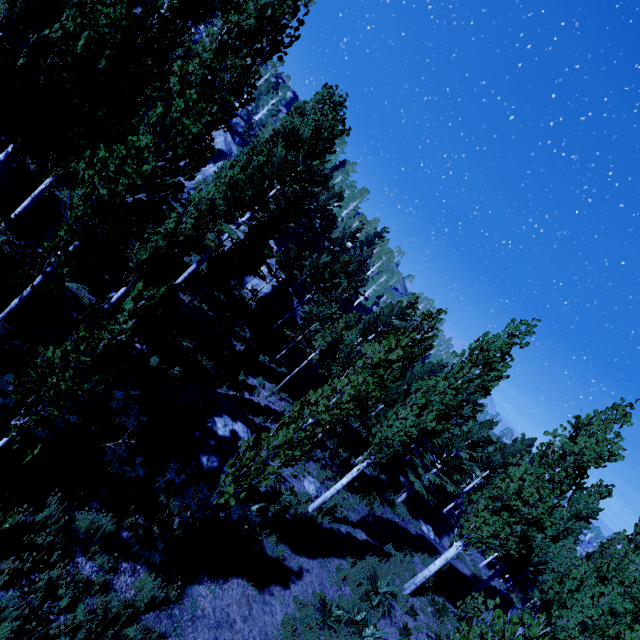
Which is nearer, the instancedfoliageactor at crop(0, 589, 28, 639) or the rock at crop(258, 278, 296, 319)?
the instancedfoliageactor at crop(0, 589, 28, 639)

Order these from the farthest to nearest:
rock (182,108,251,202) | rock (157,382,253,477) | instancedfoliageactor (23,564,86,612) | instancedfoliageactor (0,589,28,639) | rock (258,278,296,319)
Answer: rock (182,108,251,202), rock (258,278,296,319), rock (157,382,253,477), instancedfoliageactor (23,564,86,612), instancedfoliageactor (0,589,28,639)

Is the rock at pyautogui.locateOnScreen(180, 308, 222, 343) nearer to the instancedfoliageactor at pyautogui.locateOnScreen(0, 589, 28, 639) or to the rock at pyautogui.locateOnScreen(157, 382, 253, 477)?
the instancedfoliageactor at pyautogui.locateOnScreen(0, 589, 28, 639)

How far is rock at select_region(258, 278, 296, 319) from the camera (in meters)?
27.22

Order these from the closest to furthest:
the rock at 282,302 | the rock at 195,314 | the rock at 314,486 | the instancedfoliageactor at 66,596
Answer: the instancedfoliageactor at 66,596 → the rock at 314,486 → the rock at 195,314 → the rock at 282,302

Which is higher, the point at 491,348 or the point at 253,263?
the point at 491,348

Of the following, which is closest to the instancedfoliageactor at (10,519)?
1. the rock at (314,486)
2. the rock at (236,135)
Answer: the rock at (236,135)

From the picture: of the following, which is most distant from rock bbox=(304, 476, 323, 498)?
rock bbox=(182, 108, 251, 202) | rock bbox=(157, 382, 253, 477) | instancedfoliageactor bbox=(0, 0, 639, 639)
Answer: Result: rock bbox=(182, 108, 251, 202)
